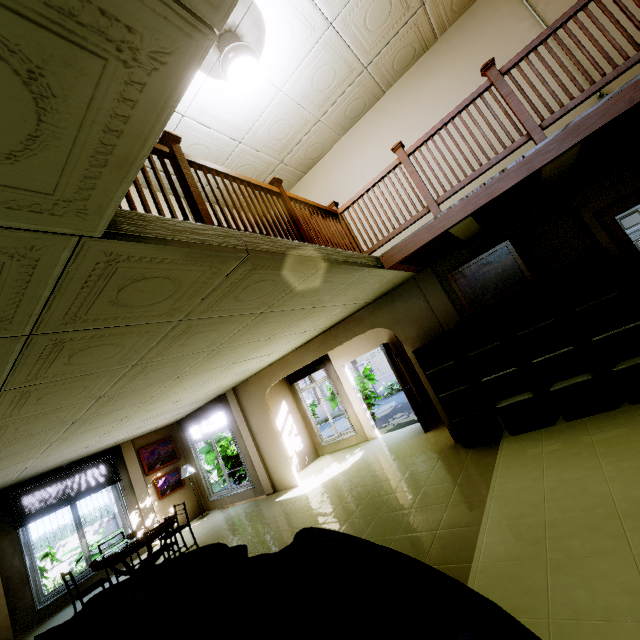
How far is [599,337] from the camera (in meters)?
3.94

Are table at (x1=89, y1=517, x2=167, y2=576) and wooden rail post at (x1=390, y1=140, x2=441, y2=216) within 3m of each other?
no

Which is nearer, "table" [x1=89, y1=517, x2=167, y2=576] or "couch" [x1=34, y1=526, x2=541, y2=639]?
"couch" [x1=34, y1=526, x2=541, y2=639]

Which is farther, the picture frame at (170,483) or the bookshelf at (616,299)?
the picture frame at (170,483)

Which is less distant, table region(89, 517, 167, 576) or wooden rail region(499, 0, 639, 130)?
wooden rail region(499, 0, 639, 130)

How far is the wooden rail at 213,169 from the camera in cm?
264

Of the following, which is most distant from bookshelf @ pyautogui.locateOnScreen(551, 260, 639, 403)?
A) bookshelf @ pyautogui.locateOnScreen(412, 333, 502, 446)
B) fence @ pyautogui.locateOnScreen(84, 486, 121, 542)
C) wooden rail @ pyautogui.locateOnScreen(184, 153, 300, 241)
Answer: fence @ pyautogui.locateOnScreen(84, 486, 121, 542)

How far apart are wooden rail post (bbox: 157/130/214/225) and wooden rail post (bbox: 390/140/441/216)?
2.6 meters
